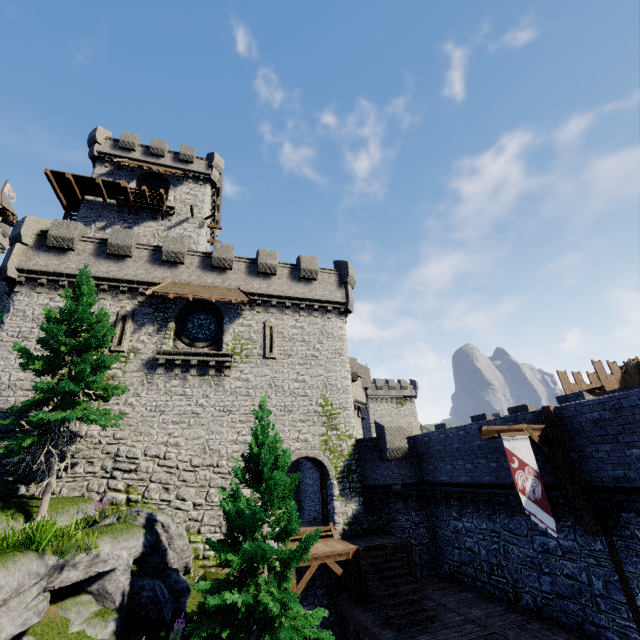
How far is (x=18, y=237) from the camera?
18.1 meters

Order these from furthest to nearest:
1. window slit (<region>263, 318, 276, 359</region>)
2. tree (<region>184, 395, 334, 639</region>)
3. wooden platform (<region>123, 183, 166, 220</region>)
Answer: wooden platform (<region>123, 183, 166, 220</region>) < window slit (<region>263, 318, 276, 359</region>) < tree (<region>184, 395, 334, 639</region>)

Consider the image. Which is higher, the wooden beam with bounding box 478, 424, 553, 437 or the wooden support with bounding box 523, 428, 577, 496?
the wooden beam with bounding box 478, 424, 553, 437

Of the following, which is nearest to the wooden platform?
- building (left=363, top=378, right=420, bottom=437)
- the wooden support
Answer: the wooden support

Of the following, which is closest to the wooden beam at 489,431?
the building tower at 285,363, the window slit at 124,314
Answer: the building tower at 285,363

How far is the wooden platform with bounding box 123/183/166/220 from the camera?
26.53m

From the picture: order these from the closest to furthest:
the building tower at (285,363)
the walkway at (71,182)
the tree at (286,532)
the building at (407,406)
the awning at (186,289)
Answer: the tree at (286,532), the building tower at (285,363), the awning at (186,289), the walkway at (71,182), the building at (407,406)

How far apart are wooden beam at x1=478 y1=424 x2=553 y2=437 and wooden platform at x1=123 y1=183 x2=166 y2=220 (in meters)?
28.82
